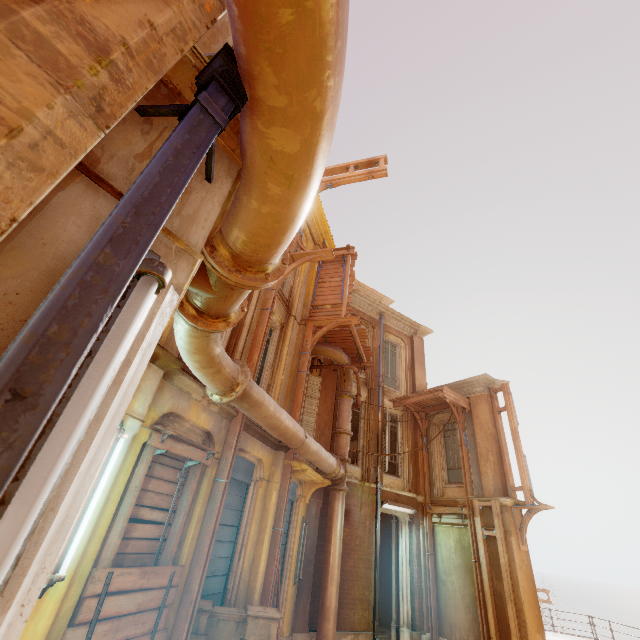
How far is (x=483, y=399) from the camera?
13.21m

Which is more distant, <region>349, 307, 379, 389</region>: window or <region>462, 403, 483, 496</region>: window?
<region>349, 307, 379, 389</region>: window

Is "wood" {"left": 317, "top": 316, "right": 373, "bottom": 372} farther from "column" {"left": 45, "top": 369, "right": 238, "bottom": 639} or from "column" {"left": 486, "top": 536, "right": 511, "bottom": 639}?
"column" {"left": 486, "top": 536, "right": 511, "bottom": 639}

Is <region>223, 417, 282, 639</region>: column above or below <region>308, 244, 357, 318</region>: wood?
below

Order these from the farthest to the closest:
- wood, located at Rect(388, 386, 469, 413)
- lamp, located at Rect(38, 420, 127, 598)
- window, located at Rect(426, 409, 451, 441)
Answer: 1. window, located at Rect(426, 409, 451, 441)
2. wood, located at Rect(388, 386, 469, 413)
3. lamp, located at Rect(38, 420, 127, 598)

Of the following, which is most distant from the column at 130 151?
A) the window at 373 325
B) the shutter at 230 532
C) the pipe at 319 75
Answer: the window at 373 325

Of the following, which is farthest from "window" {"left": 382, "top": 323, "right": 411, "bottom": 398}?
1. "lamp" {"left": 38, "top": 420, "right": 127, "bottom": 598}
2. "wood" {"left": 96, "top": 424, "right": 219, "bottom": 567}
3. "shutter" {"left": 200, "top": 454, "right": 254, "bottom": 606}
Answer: "lamp" {"left": 38, "top": 420, "right": 127, "bottom": 598}

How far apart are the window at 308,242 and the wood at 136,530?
4.6 meters
